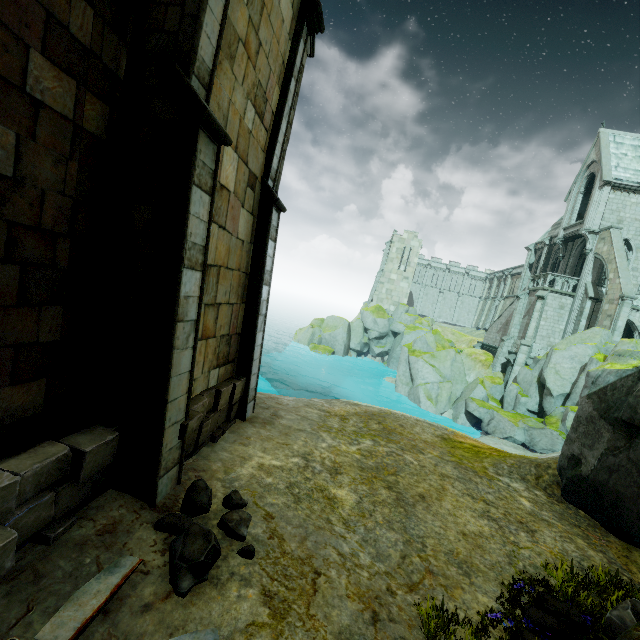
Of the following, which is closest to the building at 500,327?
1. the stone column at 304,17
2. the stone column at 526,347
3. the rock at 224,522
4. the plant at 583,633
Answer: the stone column at 526,347

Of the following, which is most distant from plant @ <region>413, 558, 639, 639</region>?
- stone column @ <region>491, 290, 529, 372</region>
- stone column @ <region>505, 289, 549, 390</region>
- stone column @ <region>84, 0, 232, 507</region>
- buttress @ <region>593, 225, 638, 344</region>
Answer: stone column @ <region>491, 290, 529, 372</region>

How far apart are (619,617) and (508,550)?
1.7m

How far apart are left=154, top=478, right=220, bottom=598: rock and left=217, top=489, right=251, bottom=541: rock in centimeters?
21cm

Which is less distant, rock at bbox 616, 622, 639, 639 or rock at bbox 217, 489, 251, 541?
rock at bbox 616, 622, 639, 639

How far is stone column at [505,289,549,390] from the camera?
28.46m

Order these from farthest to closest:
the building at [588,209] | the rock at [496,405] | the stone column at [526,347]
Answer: the stone column at [526,347] → the building at [588,209] → the rock at [496,405]

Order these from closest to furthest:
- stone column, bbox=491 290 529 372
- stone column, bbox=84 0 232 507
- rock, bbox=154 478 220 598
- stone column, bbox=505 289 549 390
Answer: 1. rock, bbox=154 478 220 598
2. stone column, bbox=84 0 232 507
3. stone column, bbox=505 289 549 390
4. stone column, bbox=491 290 529 372
